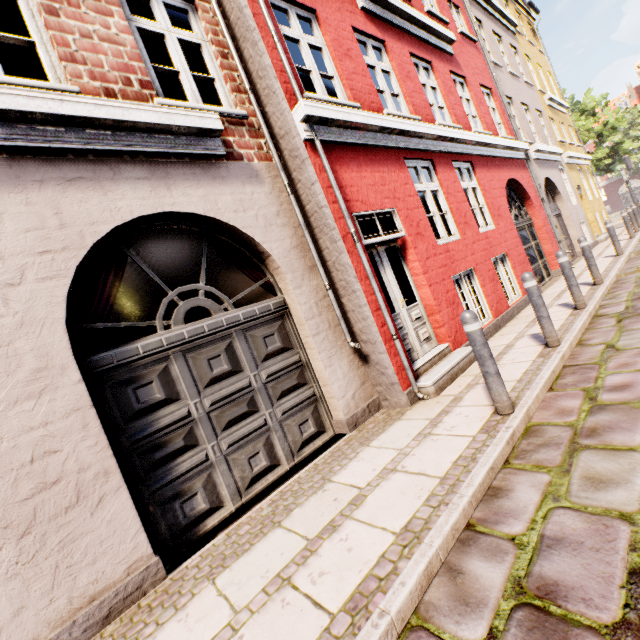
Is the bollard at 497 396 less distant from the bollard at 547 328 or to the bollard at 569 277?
the bollard at 547 328

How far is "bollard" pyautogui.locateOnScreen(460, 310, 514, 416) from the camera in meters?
3.2 m

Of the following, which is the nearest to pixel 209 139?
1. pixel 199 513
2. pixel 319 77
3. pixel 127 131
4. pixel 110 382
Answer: pixel 127 131

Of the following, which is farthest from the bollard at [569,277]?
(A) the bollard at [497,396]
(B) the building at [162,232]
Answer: (A) the bollard at [497,396]

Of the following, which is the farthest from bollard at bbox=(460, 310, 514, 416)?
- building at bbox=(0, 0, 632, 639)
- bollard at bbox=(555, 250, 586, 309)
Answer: bollard at bbox=(555, 250, 586, 309)

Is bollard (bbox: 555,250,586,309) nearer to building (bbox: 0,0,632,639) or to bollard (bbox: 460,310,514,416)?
building (bbox: 0,0,632,639)
